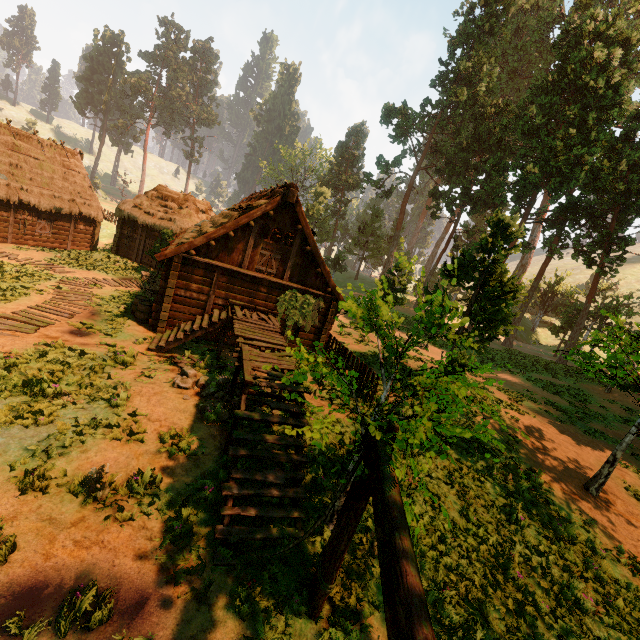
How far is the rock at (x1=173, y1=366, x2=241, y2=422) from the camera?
8.8m

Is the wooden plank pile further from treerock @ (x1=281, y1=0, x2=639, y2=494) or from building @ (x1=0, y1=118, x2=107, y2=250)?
treerock @ (x1=281, y1=0, x2=639, y2=494)

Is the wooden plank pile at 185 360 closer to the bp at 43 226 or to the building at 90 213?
the building at 90 213

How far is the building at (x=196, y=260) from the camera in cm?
655

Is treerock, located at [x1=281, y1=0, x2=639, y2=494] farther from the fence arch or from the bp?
the bp

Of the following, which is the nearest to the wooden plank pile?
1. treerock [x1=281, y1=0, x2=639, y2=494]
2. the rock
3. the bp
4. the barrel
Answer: the rock

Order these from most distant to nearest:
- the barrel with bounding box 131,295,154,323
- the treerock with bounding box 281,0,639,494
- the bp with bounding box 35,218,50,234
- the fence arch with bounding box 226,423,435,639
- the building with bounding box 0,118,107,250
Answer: the bp with bounding box 35,218,50,234, the building with bounding box 0,118,107,250, the barrel with bounding box 131,295,154,323, the treerock with bounding box 281,0,639,494, the fence arch with bounding box 226,423,435,639

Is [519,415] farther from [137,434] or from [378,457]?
[137,434]
